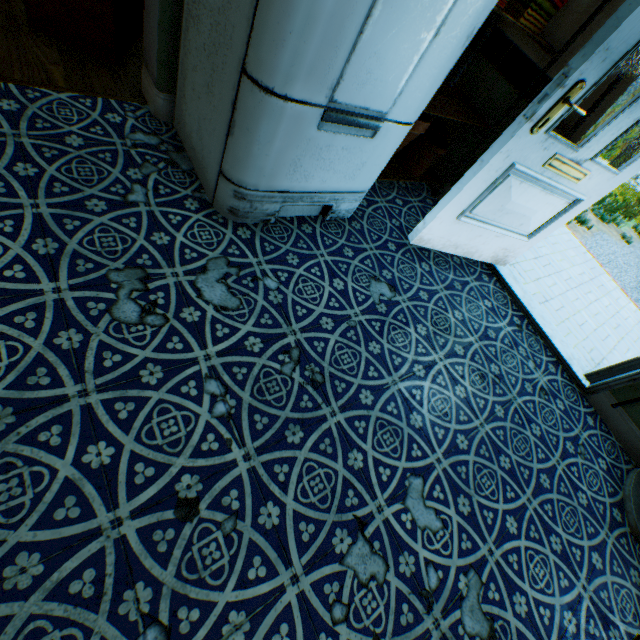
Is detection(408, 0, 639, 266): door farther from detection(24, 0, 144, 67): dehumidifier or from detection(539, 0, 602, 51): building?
detection(24, 0, 144, 67): dehumidifier

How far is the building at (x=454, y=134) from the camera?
2.8m

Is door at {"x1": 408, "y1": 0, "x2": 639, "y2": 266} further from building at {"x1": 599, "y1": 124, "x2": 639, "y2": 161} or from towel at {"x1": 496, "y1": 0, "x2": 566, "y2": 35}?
towel at {"x1": 496, "y1": 0, "x2": 566, "y2": 35}

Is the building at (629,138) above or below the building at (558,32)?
below

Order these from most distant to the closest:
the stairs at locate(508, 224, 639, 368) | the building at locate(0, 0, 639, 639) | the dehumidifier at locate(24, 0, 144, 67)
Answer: the stairs at locate(508, 224, 639, 368) < the dehumidifier at locate(24, 0, 144, 67) < the building at locate(0, 0, 639, 639)

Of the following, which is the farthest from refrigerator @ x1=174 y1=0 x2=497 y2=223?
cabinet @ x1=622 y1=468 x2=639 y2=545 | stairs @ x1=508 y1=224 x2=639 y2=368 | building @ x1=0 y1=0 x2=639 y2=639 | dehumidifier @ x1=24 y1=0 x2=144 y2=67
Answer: cabinet @ x1=622 y1=468 x2=639 y2=545

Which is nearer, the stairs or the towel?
the towel

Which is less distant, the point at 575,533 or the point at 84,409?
the point at 84,409
